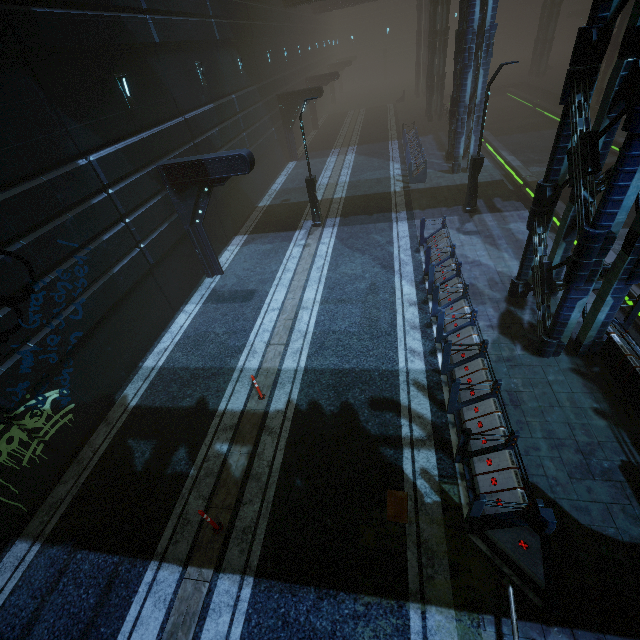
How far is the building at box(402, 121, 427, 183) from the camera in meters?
19.1 m

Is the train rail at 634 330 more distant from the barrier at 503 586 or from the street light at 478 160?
the barrier at 503 586

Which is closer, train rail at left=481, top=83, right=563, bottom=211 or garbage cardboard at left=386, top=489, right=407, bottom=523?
garbage cardboard at left=386, top=489, right=407, bottom=523

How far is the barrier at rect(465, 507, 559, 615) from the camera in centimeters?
496cm

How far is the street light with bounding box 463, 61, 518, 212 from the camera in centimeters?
1222cm

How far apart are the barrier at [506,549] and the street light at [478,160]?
13.5m

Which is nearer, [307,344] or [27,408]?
[27,408]

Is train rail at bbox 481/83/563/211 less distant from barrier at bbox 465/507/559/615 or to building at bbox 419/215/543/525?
building at bbox 419/215/543/525
